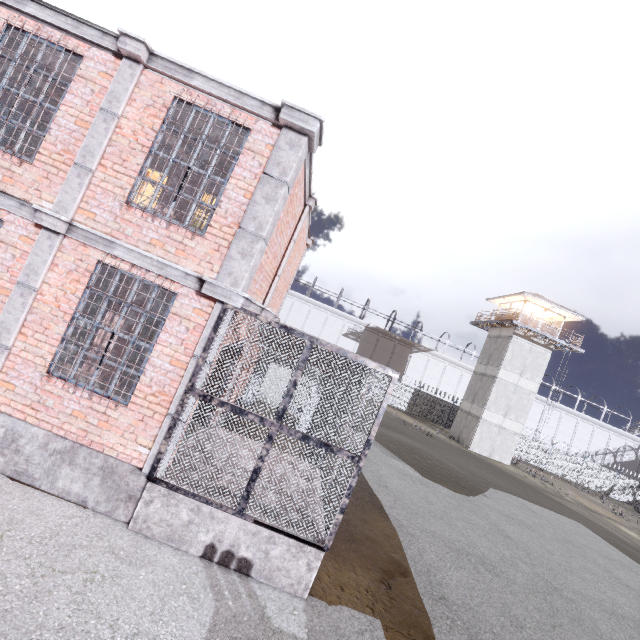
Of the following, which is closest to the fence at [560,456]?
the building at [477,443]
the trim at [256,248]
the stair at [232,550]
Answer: the building at [477,443]

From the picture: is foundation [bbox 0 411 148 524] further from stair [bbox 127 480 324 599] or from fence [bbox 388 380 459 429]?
fence [bbox 388 380 459 429]

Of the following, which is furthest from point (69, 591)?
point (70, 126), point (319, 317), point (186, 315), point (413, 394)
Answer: point (319, 317)

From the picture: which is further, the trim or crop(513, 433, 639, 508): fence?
crop(513, 433, 639, 508): fence

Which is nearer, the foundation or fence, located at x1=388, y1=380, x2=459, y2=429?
the foundation

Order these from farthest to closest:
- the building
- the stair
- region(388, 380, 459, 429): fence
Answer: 1. region(388, 380, 459, 429): fence
2. the building
3. the stair

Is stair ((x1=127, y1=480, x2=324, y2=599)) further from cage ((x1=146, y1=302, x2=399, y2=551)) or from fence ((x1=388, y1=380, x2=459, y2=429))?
fence ((x1=388, y1=380, x2=459, y2=429))

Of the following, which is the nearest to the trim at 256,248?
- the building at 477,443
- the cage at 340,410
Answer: the cage at 340,410
